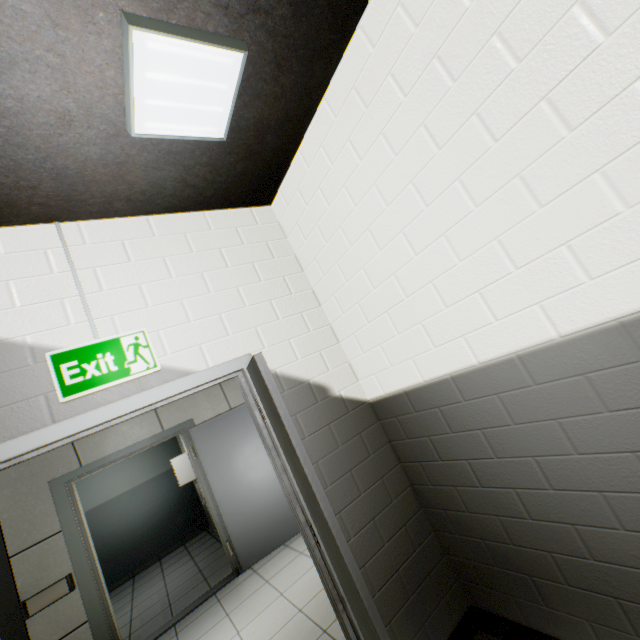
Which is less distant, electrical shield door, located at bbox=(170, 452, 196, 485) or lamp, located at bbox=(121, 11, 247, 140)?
lamp, located at bbox=(121, 11, 247, 140)

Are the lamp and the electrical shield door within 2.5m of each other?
no

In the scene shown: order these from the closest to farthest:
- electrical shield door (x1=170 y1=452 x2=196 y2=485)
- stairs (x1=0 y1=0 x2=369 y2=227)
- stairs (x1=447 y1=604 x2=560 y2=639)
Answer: stairs (x1=0 y1=0 x2=369 y2=227)
stairs (x1=447 y1=604 x2=560 y2=639)
electrical shield door (x1=170 y1=452 x2=196 y2=485)

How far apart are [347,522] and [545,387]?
→ 1.4m

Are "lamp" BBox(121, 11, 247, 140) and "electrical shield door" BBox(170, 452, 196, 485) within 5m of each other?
no

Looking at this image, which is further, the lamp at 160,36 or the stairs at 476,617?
the stairs at 476,617

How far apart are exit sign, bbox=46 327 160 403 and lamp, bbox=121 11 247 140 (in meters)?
1.05

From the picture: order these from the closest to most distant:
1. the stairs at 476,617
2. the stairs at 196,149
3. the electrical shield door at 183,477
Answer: the stairs at 196,149 < the stairs at 476,617 < the electrical shield door at 183,477
